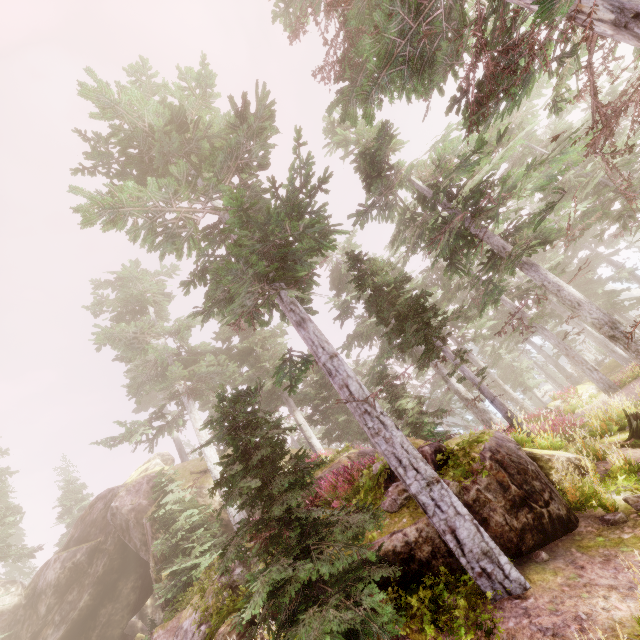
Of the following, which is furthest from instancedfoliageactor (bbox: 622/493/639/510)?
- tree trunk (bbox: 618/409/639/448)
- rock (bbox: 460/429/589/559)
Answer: tree trunk (bbox: 618/409/639/448)

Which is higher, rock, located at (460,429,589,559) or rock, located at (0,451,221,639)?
rock, located at (0,451,221,639)

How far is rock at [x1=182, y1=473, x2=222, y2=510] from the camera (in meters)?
20.47

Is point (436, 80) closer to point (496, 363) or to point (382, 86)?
point (382, 86)

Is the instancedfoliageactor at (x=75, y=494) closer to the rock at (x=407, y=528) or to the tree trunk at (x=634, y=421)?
the rock at (x=407, y=528)
